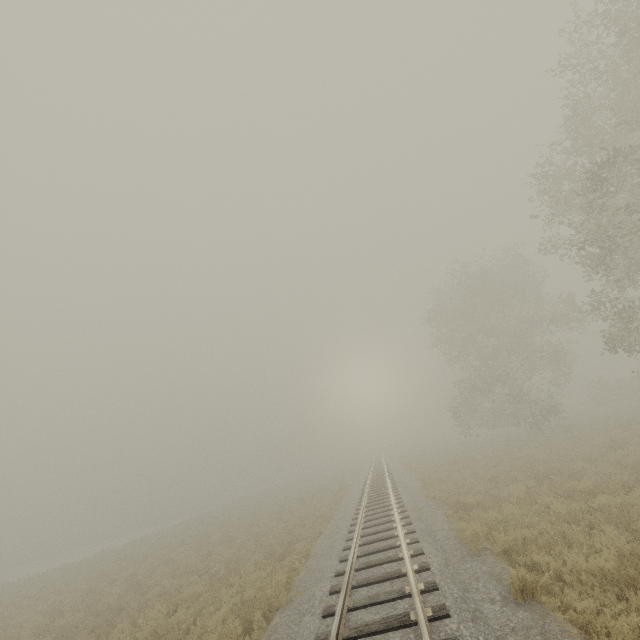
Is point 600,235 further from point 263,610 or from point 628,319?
point 263,610
